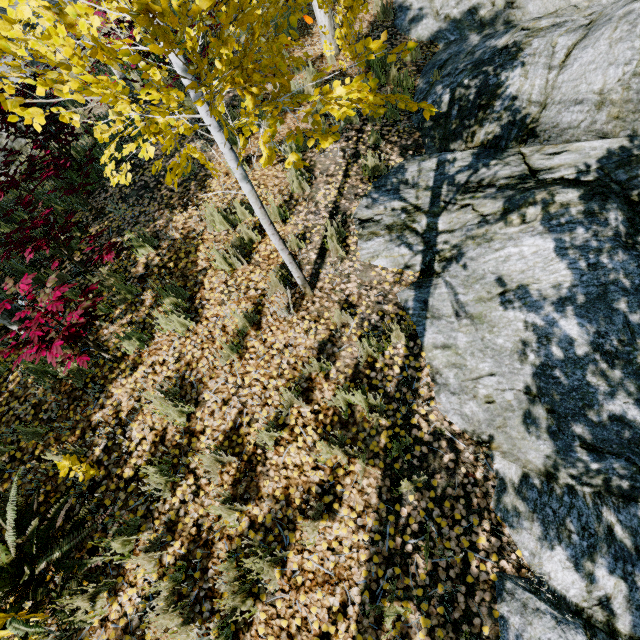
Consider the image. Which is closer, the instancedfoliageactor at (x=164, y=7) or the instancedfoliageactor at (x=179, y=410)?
the instancedfoliageactor at (x=164, y=7)

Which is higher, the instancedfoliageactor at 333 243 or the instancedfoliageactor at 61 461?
the instancedfoliageactor at 61 461

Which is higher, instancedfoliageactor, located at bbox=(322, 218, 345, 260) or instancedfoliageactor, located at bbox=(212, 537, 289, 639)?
instancedfoliageactor, located at bbox=(322, 218, 345, 260)

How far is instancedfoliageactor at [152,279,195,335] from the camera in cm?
389

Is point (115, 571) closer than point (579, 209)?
Yes

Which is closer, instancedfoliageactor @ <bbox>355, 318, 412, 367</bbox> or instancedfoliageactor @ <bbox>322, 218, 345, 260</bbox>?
instancedfoliageactor @ <bbox>355, 318, 412, 367</bbox>
